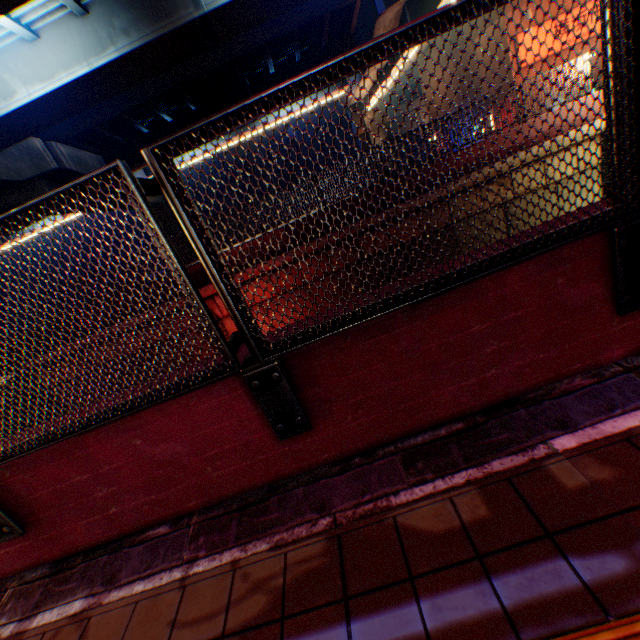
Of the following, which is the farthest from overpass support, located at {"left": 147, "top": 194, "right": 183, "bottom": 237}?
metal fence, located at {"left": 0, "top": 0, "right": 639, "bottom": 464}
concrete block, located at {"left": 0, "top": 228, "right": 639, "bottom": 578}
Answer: concrete block, located at {"left": 0, "top": 228, "right": 639, "bottom": 578}

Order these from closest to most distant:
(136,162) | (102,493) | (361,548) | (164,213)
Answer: (361,548)
(102,493)
(136,162)
(164,213)

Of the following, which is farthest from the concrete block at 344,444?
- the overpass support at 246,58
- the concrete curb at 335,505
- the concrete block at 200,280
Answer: the concrete block at 200,280

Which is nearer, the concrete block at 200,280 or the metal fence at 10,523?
the metal fence at 10,523

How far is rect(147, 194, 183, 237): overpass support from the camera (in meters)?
30.03

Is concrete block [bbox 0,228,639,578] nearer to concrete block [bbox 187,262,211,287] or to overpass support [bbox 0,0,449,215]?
overpass support [bbox 0,0,449,215]

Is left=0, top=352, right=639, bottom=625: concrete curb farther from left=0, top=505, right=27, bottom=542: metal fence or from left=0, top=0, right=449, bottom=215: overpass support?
left=0, top=0, right=449, bottom=215: overpass support

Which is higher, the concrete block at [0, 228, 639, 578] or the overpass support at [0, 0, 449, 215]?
the overpass support at [0, 0, 449, 215]
